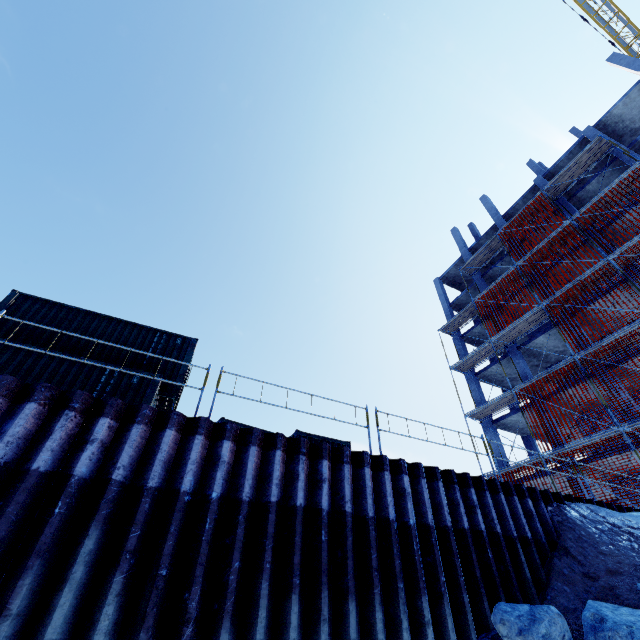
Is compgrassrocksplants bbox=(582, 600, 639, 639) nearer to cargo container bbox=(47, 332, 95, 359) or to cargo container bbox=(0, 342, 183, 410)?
cargo container bbox=(0, 342, 183, 410)

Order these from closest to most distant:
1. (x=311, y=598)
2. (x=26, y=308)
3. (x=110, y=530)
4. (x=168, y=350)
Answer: (x=110, y=530) → (x=311, y=598) → (x=26, y=308) → (x=168, y=350)

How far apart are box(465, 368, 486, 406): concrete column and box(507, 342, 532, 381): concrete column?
3.4 meters

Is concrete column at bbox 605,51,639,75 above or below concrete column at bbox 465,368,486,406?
above

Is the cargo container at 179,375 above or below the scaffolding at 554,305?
below

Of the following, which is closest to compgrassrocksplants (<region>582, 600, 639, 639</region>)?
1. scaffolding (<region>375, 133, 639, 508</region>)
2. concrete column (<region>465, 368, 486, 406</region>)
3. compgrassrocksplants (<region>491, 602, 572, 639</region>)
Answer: compgrassrocksplants (<region>491, 602, 572, 639</region>)

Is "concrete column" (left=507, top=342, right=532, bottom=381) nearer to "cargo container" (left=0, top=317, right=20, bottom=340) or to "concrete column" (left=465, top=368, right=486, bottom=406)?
"concrete column" (left=465, top=368, right=486, bottom=406)

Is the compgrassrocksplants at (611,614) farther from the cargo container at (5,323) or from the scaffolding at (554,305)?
the cargo container at (5,323)
